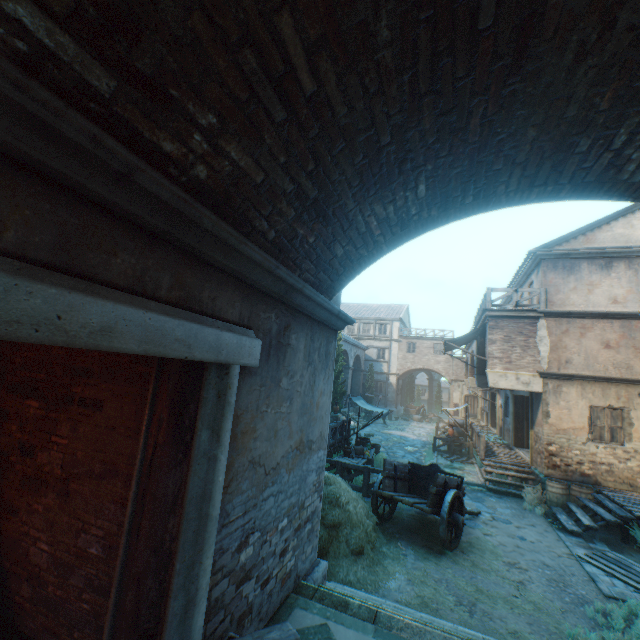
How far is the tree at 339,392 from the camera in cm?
2262

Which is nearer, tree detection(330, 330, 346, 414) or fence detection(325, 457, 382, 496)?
fence detection(325, 457, 382, 496)

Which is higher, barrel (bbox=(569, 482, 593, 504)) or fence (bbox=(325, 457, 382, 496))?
barrel (bbox=(569, 482, 593, 504))

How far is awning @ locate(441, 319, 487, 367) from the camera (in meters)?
14.27

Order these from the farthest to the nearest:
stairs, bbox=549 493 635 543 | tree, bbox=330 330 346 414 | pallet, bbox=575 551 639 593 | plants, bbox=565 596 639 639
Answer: tree, bbox=330 330 346 414
stairs, bbox=549 493 635 543
pallet, bbox=575 551 639 593
plants, bbox=565 596 639 639

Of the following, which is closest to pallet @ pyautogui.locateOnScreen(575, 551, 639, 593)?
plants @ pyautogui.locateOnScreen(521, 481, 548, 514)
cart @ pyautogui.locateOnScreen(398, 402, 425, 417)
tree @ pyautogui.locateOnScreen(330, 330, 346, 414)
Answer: plants @ pyautogui.locateOnScreen(521, 481, 548, 514)

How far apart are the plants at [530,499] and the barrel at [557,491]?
0.0m

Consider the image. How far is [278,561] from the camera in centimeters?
395cm
